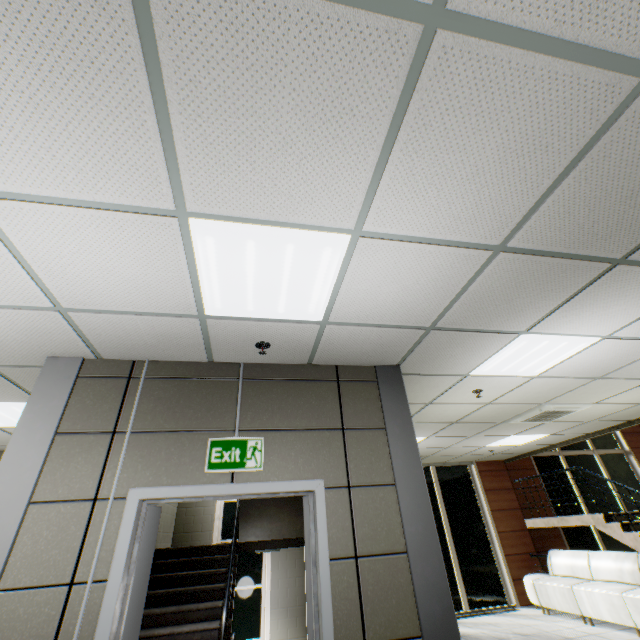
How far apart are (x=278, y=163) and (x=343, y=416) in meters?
2.4

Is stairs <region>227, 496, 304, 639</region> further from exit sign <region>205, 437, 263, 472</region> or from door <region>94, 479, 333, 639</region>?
exit sign <region>205, 437, 263, 472</region>

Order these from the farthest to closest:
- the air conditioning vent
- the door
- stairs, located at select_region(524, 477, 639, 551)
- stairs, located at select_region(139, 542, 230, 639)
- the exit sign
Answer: stairs, located at select_region(524, 477, 639, 551) → the air conditioning vent → stairs, located at select_region(139, 542, 230, 639) → the exit sign → the door

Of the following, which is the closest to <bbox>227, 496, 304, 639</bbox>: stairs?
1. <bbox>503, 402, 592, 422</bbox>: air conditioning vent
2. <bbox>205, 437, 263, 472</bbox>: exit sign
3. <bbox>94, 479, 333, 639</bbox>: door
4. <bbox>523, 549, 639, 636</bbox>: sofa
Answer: <bbox>94, 479, 333, 639</bbox>: door

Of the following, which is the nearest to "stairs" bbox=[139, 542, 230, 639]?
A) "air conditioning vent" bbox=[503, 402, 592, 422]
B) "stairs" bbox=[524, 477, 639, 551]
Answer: "air conditioning vent" bbox=[503, 402, 592, 422]

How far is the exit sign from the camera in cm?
269

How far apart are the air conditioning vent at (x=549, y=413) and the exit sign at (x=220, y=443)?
4.7m

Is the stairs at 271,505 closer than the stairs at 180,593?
No
